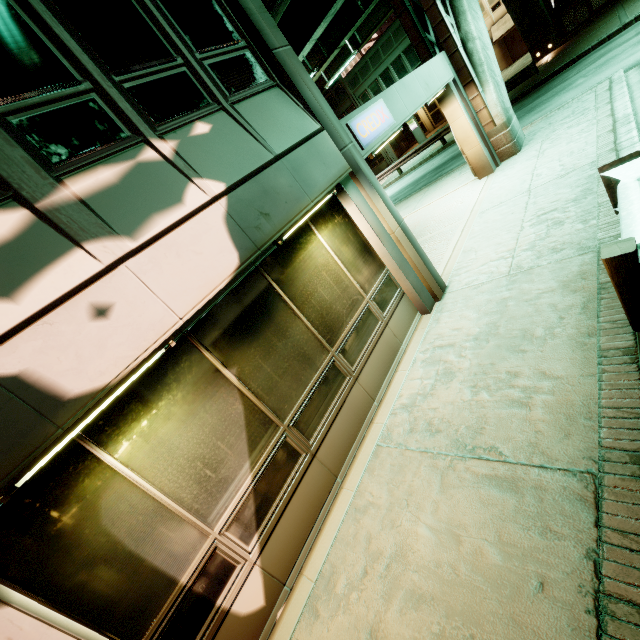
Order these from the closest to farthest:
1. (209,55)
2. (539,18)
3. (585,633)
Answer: (585,633) → (209,55) → (539,18)

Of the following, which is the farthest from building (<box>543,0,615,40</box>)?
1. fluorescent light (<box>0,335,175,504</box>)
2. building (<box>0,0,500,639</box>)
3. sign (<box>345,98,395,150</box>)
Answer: fluorescent light (<box>0,335,175,504</box>)

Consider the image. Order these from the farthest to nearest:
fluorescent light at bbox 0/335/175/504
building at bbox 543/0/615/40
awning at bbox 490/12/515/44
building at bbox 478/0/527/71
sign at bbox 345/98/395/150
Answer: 1. building at bbox 478/0/527/71
2. awning at bbox 490/12/515/44
3. building at bbox 543/0/615/40
4. sign at bbox 345/98/395/150
5. fluorescent light at bbox 0/335/175/504

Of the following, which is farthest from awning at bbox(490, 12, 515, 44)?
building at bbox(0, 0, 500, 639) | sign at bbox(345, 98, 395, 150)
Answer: sign at bbox(345, 98, 395, 150)

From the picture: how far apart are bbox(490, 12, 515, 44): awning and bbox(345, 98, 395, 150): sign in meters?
36.3 m

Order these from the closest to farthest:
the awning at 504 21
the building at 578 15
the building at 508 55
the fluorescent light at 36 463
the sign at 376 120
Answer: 1. the fluorescent light at 36 463
2. the sign at 376 120
3. the building at 578 15
4. the awning at 504 21
5. the building at 508 55

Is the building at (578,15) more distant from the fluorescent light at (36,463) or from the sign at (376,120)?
the fluorescent light at (36,463)

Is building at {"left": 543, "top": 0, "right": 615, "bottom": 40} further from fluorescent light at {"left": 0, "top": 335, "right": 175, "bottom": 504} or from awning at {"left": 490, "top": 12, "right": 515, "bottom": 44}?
fluorescent light at {"left": 0, "top": 335, "right": 175, "bottom": 504}
